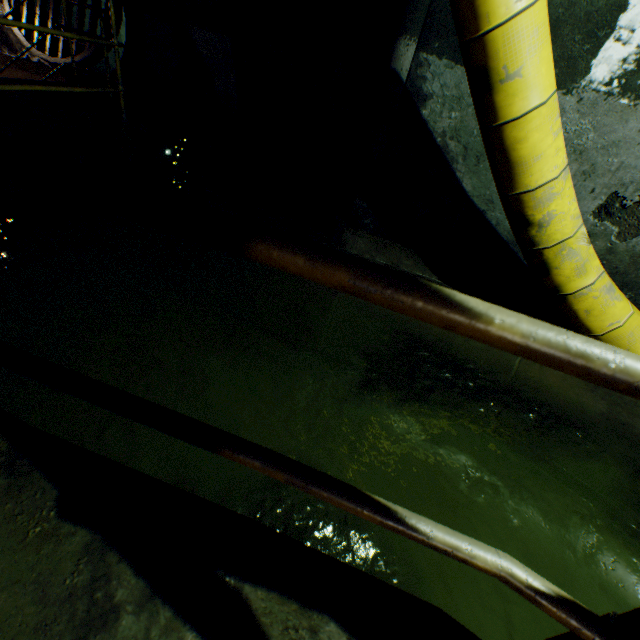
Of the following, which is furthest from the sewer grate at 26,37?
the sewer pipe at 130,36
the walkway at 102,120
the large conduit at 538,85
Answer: the walkway at 102,120

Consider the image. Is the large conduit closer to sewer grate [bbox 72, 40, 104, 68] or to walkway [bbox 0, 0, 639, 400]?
walkway [bbox 0, 0, 639, 400]

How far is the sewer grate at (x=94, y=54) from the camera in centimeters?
680cm

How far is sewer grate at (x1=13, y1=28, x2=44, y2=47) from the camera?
6.9 meters

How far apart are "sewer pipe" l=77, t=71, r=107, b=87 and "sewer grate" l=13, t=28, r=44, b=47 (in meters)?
0.01

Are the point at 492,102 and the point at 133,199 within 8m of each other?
yes

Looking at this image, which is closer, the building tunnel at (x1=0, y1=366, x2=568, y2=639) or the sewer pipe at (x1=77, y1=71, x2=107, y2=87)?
the building tunnel at (x1=0, y1=366, x2=568, y2=639)
